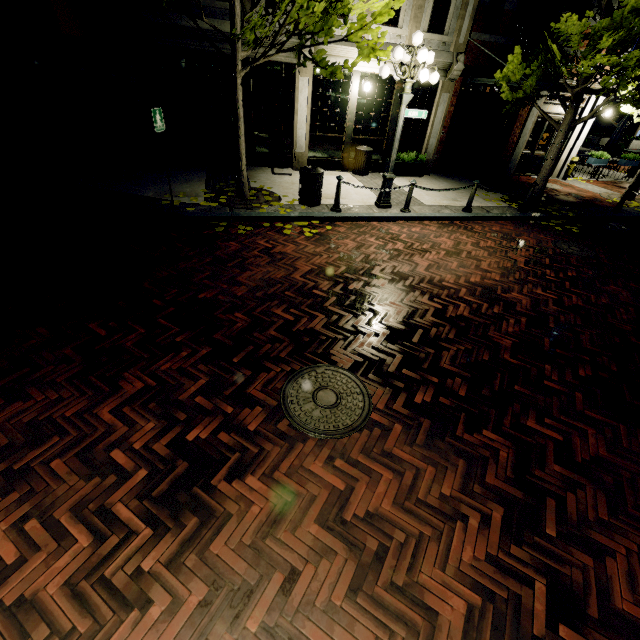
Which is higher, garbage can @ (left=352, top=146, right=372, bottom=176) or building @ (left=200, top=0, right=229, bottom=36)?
building @ (left=200, top=0, right=229, bottom=36)

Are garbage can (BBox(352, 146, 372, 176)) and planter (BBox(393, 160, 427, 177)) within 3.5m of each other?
yes

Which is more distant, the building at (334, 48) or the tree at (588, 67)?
the building at (334, 48)

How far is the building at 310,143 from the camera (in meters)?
9.97

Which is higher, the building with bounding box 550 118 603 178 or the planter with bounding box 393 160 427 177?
the building with bounding box 550 118 603 178

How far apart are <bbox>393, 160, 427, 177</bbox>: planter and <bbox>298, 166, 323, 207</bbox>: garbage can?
4.6m

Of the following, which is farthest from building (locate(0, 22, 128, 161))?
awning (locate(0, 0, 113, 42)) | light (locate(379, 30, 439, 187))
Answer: light (locate(379, 30, 439, 187))

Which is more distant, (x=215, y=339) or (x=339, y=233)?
(x=339, y=233)
